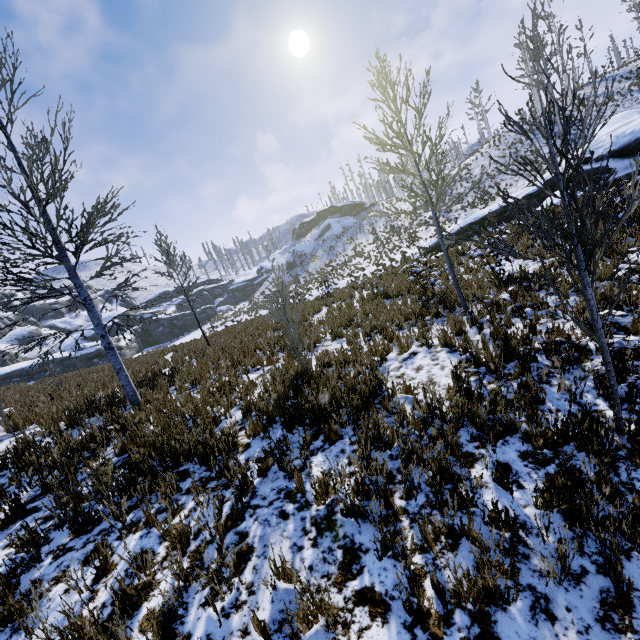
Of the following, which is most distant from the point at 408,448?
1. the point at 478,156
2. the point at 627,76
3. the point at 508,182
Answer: the point at 627,76

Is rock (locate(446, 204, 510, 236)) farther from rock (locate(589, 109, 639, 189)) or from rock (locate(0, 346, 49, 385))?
rock (locate(0, 346, 49, 385))

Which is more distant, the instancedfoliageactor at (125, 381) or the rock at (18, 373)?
the rock at (18, 373)

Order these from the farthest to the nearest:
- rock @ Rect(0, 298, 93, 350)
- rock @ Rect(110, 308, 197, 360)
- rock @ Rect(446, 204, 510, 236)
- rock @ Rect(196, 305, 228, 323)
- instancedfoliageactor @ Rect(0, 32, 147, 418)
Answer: rock @ Rect(196, 305, 228, 323)
rock @ Rect(0, 298, 93, 350)
rock @ Rect(110, 308, 197, 360)
rock @ Rect(446, 204, 510, 236)
instancedfoliageactor @ Rect(0, 32, 147, 418)

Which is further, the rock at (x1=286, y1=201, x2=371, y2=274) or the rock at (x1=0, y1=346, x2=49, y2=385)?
the rock at (x1=286, y1=201, x2=371, y2=274)

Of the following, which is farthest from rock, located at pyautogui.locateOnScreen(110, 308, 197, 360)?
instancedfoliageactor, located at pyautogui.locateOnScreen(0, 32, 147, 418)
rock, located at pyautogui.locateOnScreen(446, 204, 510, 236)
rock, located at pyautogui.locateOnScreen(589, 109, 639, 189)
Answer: rock, located at pyautogui.locateOnScreen(589, 109, 639, 189)

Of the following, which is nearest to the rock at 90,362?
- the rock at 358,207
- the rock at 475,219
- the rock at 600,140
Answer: the rock at 358,207

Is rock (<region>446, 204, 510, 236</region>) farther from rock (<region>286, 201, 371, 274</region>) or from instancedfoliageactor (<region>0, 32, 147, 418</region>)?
rock (<region>286, 201, 371, 274</region>)
